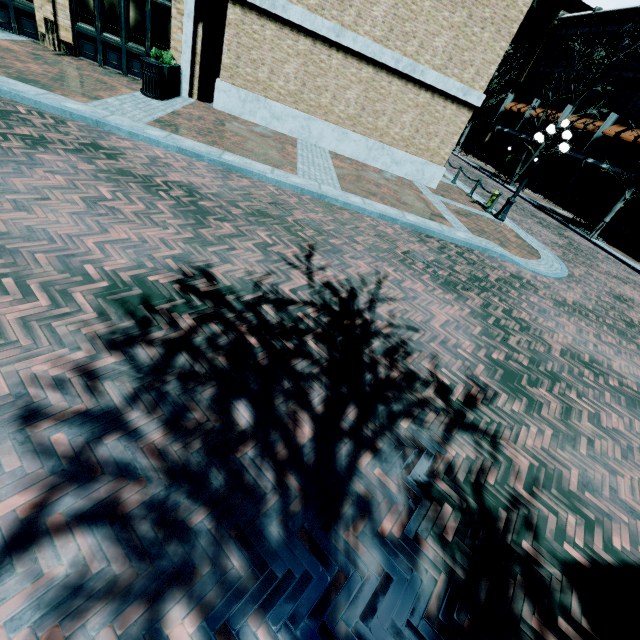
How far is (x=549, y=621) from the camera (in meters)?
2.38

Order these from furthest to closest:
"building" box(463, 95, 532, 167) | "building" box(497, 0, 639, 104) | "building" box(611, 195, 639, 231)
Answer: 1. "building" box(463, 95, 532, 167)
2. "building" box(497, 0, 639, 104)
3. "building" box(611, 195, 639, 231)

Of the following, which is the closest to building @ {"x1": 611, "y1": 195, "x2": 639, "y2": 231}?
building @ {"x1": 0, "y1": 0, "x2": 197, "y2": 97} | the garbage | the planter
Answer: building @ {"x1": 0, "y1": 0, "x2": 197, "y2": 97}

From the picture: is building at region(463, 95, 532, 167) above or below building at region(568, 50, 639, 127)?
below

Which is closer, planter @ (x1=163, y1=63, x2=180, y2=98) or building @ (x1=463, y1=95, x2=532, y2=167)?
planter @ (x1=163, y1=63, x2=180, y2=98)

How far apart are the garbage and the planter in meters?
0.0

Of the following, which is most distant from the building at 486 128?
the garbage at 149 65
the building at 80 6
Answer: the garbage at 149 65

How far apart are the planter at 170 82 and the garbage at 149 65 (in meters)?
0.05
